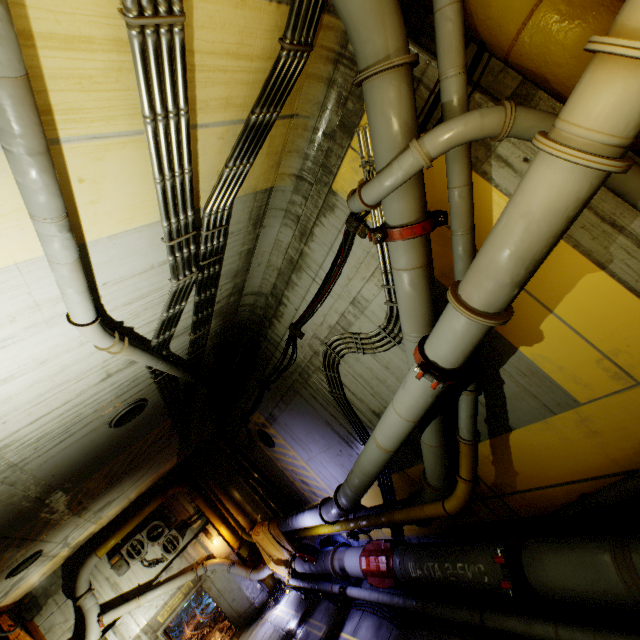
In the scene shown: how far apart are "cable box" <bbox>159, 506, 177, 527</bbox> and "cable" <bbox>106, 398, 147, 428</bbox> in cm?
1003

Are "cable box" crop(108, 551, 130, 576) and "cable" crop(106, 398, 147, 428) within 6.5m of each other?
no

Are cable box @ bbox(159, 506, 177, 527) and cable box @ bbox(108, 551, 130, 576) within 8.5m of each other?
yes

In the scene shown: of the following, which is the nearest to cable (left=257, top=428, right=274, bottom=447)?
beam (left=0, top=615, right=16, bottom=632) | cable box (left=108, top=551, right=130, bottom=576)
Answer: cable box (left=108, top=551, right=130, bottom=576)

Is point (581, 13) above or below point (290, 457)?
above

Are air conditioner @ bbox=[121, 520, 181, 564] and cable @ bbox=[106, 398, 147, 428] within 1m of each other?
no

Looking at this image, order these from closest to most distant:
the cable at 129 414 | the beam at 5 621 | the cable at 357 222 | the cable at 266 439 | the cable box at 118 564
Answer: the cable at 357 222
the cable at 129 414
the beam at 5 621
the cable at 266 439
the cable box at 118 564

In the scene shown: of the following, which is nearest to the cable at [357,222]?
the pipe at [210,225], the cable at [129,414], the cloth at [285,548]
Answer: the pipe at [210,225]
